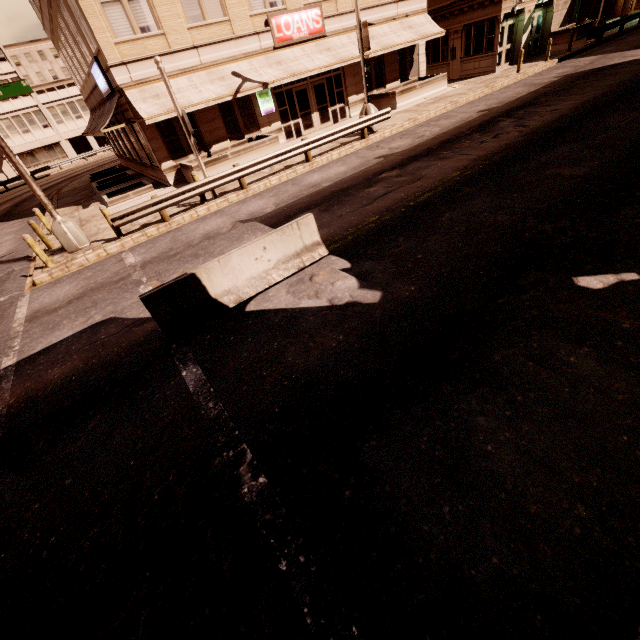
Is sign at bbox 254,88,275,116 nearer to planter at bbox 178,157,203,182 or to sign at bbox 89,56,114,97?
planter at bbox 178,157,203,182

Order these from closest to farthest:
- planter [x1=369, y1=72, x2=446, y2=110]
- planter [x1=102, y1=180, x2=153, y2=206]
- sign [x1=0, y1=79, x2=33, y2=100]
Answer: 1. sign [x1=0, y1=79, x2=33, y2=100]
2. planter [x1=102, y1=180, x2=153, y2=206]
3. planter [x1=369, y1=72, x2=446, y2=110]

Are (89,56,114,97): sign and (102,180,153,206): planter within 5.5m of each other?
yes

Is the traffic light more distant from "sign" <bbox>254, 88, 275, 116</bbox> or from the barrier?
"sign" <bbox>254, 88, 275, 116</bbox>

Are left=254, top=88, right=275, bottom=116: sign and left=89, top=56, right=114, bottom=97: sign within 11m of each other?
yes

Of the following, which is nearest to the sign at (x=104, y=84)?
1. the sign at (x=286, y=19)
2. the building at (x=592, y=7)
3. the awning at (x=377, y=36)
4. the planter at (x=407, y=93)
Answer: the awning at (x=377, y=36)

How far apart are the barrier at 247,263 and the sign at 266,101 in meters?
15.1 m

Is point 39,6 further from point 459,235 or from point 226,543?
point 226,543
